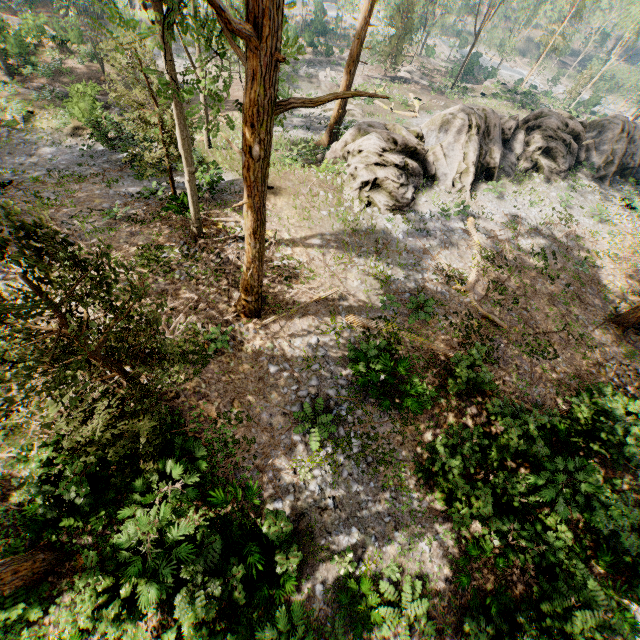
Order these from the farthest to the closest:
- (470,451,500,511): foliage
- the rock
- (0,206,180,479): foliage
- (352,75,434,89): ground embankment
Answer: (352,75,434,89): ground embankment → the rock → (470,451,500,511): foliage → (0,206,180,479): foliage

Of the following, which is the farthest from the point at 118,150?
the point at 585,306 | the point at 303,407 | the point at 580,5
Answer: the point at 580,5

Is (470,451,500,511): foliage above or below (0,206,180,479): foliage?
below

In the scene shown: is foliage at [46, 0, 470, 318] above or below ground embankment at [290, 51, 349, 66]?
above

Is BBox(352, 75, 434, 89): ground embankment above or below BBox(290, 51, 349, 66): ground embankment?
above

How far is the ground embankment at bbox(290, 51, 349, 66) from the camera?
43.62m

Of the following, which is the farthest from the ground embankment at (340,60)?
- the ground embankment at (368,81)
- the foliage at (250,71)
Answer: the ground embankment at (368,81)

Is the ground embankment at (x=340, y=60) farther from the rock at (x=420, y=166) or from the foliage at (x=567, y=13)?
the rock at (x=420, y=166)
